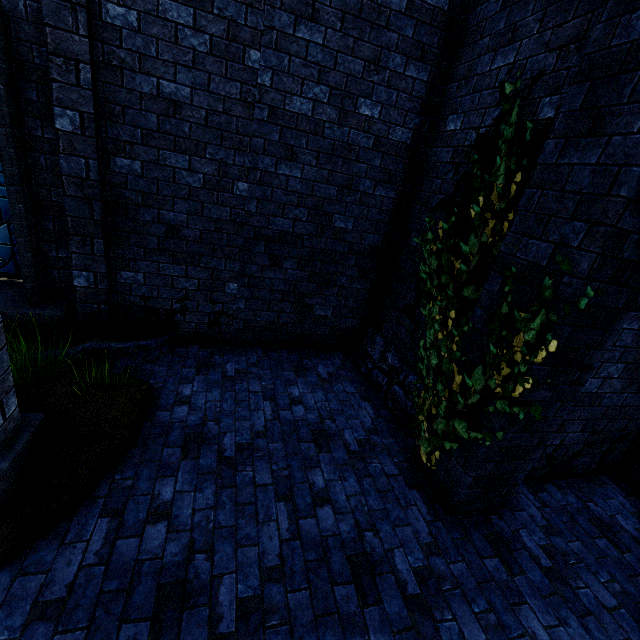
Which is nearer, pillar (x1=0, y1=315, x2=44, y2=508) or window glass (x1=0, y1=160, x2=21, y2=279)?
pillar (x1=0, y1=315, x2=44, y2=508)

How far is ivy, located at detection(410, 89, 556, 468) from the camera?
2.57m

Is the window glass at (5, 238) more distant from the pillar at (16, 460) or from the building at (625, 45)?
the pillar at (16, 460)

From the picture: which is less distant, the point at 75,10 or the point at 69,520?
the point at 69,520

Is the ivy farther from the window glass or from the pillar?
the window glass

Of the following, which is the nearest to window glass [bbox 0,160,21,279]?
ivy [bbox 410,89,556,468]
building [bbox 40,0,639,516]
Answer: building [bbox 40,0,639,516]

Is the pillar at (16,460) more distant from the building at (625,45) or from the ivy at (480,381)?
the ivy at (480,381)

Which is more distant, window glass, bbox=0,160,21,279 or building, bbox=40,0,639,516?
window glass, bbox=0,160,21,279
